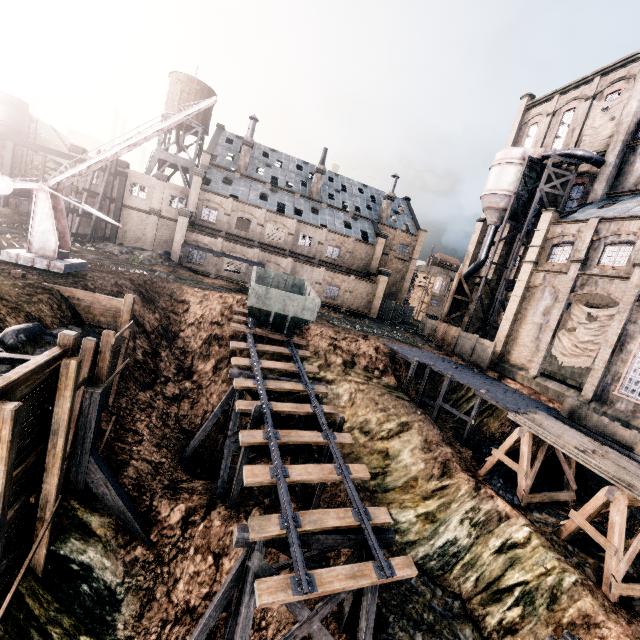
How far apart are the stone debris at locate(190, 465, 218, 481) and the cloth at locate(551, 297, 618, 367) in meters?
27.4 m

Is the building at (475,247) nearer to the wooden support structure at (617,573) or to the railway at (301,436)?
the wooden support structure at (617,573)

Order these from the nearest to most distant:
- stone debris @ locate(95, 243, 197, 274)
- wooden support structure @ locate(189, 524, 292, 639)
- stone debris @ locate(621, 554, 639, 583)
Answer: wooden support structure @ locate(189, 524, 292, 639), stone debris @ locate(621, 554, 639, 583), stone debris @ locate(95, 243, 197, 274)

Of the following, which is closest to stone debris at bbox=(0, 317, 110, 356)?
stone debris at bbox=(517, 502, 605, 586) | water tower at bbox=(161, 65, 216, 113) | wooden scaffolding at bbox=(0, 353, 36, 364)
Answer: wooden scaffolding at bbox=(0, 353, 36, 364)

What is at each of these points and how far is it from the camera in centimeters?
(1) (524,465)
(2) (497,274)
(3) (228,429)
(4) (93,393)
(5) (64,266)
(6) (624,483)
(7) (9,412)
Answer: (1) wooden support structure, 1780cm
(2) building, 4038cm
(3) wooden support structure, 1866cm
(4) wooden brace, 1186cm
(5) metal box, 1805cm
(6) wood pile, 1378cm
(7) wooden scaffolding, 669cm

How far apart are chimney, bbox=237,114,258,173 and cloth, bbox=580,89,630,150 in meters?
39.5 m

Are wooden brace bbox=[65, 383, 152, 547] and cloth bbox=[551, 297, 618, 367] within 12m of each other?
no

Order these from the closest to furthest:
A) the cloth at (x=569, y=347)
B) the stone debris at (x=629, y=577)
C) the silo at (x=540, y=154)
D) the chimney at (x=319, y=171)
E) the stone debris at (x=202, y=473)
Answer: the stone debris at (x=629, y=577) → the stone debris at (x=202, y=473) → the cloth at (x=569, y=347) → the silo at (x=540, y=154) → the chimney at (x=319, y=171)
